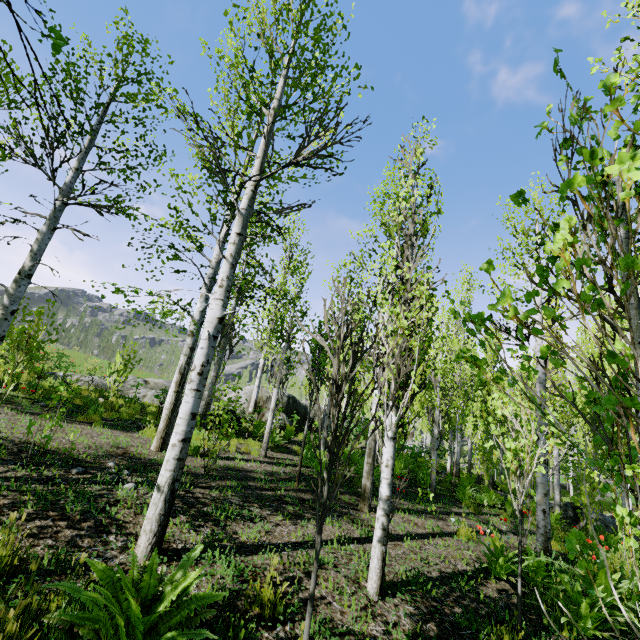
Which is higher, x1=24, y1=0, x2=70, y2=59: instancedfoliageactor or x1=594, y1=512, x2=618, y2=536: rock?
x1=24, y1=0, x2=70, y2=59: instancedfoliageactor

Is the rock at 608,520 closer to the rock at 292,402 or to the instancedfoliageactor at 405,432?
the instancedfoliageactor at 405,432

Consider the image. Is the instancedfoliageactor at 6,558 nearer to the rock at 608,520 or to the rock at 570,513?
the rock at 608,520

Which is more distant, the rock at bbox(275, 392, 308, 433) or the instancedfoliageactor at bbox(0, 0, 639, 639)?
the rock at bbox(275, 392, 308, 433)

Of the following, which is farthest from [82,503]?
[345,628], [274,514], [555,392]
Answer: [555,392]

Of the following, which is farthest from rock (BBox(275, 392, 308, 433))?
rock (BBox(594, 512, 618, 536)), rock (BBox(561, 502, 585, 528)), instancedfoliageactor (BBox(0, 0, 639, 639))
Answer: rock (BBox(594, 512, 618, 536))

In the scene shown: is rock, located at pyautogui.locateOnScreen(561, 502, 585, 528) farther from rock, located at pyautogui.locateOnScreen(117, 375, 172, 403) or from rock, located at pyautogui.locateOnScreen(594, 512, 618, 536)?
rock, located at pyautogui.locateOnScreen(594, 512, 618, 536)

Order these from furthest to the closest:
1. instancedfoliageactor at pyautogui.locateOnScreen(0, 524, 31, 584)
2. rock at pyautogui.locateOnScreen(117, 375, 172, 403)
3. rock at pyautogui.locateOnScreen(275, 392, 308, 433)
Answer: rock at pyautogui.locateOnScreen(275, 392, 308, 433), rock at pyautogui.locateOnScreen(117, 375, 172, 403), instancedfoliageactor at pyautogui.locateOnScreen(0, 524, 31, 584)
